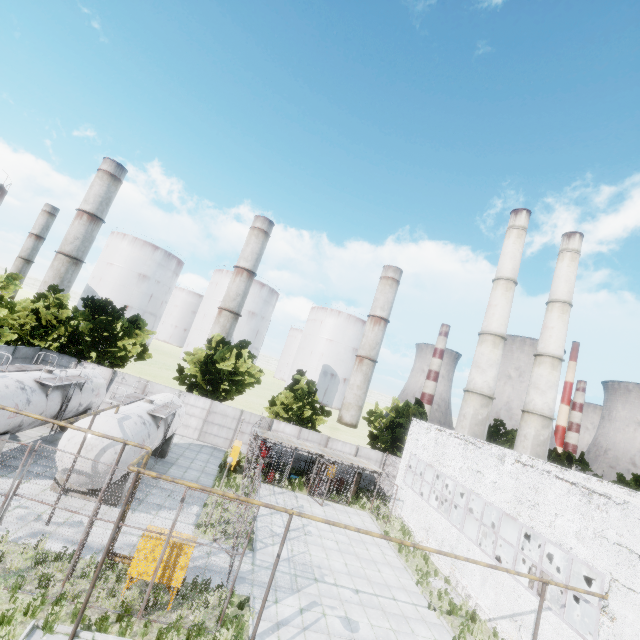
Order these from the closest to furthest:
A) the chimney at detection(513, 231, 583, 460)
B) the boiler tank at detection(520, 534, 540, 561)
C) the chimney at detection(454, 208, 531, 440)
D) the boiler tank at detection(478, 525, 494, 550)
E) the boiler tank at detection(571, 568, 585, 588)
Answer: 1. the boiler tank at detection(571, 568, 585, 588)
2. the boiler tank at detection(520, 534, 540, 561)
3. the boiler tank at detection(478, 525, 494, 550)
4. the chimney at detection(454, 208, 531, 440)
5. the chimney at detection(513, 231, 583, 460)

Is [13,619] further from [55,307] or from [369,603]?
[55,307]

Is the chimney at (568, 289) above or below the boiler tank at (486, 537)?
above

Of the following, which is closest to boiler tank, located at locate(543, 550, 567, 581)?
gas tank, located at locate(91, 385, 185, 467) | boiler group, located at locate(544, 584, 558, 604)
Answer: boiler group, located at locate(544, 584, 558, 604)

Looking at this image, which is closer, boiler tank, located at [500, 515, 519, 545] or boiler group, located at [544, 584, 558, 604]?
boiler group, located at [544, 584, 558, 604]

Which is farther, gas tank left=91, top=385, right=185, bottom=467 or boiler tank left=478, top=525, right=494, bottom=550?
boiler tank left=478, top=525, right=494, bottom=550

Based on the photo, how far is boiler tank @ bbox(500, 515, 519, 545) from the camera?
21.36m

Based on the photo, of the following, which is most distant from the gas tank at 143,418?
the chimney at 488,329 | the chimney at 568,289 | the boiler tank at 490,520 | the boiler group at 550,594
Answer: the chimney at 568,289
